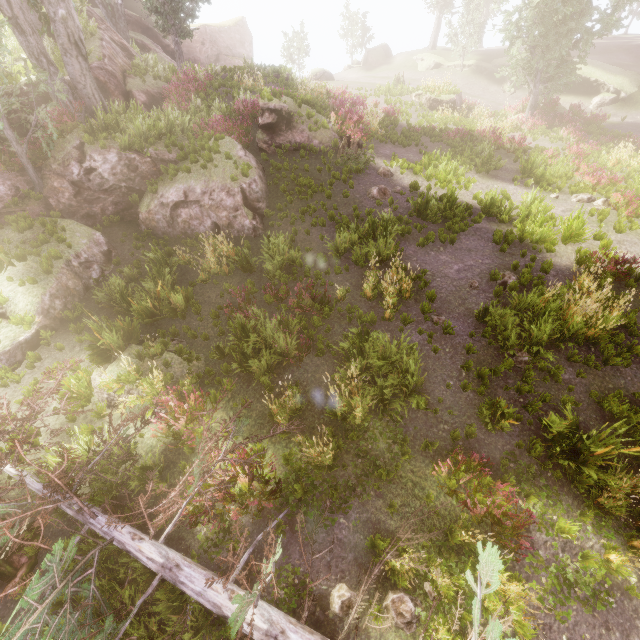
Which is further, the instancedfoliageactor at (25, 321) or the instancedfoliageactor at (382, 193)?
the instancedfoliageactor at (382, 193)

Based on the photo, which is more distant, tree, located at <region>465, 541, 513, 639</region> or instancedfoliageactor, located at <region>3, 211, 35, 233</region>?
instancedfoliageactor, located at <region>3, 211, 35, 233</region>

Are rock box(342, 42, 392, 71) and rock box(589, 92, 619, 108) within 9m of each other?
no

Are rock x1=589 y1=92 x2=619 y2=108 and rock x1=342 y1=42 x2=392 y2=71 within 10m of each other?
no

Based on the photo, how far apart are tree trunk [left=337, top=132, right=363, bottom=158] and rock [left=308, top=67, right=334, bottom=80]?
24.4 meters

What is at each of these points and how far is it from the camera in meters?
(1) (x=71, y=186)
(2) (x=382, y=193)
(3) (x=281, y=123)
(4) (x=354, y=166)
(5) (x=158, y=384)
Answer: (1) rock, 12.4 m
(2) instancedfoliageactor, 13.1 m
(3) rock, 14.7 m
(4) instancedfoliageactor, 14.1 m
(5) instancedfoliageactor, 7.5 m

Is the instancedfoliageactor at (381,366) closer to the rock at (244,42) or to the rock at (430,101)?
the rock at (244,42)

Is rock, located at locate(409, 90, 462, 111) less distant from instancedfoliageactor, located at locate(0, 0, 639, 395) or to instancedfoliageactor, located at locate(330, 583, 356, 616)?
instancedfoliageactor, located at locate(0, 0, 639, 395)
